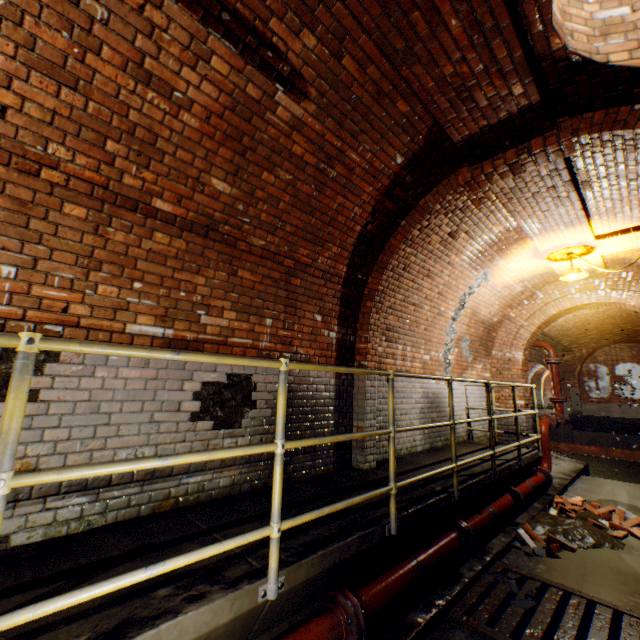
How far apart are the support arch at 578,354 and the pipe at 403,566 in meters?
19.2

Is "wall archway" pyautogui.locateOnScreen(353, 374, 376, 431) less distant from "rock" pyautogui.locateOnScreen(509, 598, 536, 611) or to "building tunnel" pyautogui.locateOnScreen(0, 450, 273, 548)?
Result: "building tunnel" pyautogui.locateOnScreen(0, 450, 273, 548)

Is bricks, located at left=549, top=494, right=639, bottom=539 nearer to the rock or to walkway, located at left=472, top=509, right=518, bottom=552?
walkway, located at left=472, top=509, right=518, bottom=552

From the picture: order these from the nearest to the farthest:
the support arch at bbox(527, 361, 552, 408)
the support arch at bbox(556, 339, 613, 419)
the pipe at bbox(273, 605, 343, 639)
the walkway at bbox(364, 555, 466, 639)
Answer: the pipe at bbox(273, 605, 343, 639) < the walkway at bbox(364, 555, 466, 639) < the support arch at bbox(556, 339, 613, 419) < the support arch at bbox(527, 361, 552, 408)

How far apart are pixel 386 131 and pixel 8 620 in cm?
419

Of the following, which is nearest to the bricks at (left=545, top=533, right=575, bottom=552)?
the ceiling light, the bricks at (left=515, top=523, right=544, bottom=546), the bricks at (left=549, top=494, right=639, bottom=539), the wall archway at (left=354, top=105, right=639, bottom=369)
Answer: the bricks at (left=515, top=523, right=544, bottom=546)

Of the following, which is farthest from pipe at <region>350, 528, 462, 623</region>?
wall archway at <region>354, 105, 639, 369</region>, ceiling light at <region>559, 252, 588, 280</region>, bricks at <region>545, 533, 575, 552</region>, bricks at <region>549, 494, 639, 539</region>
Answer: ceiling light at <region>559, 252, 588, 280</region>

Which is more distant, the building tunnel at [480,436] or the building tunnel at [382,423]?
the building tunnel at [480,436]
